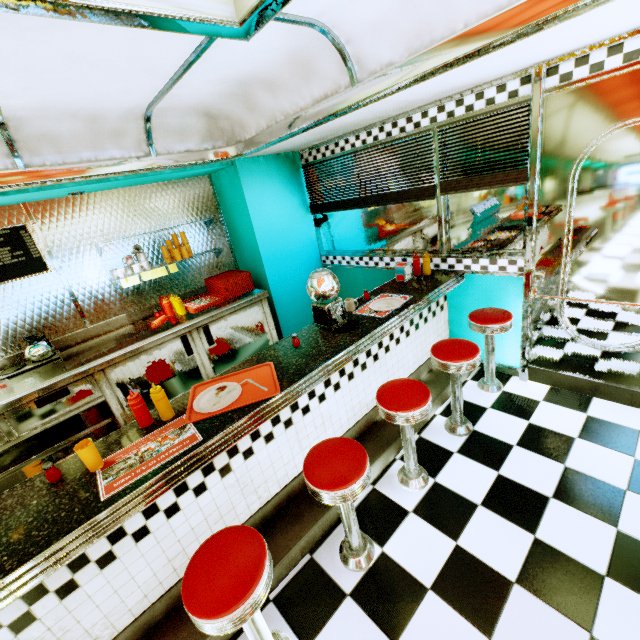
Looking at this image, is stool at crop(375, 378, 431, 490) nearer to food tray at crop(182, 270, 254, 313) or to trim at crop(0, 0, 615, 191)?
trim at crop(0, 0, 615, 191)

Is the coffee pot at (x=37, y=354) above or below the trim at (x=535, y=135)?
below

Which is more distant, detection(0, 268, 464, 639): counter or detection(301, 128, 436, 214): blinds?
detection(301, 128, 436, 214): blinds

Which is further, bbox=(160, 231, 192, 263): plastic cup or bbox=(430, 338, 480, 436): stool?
bbox=(160, 231, 192, 263): plastic cup

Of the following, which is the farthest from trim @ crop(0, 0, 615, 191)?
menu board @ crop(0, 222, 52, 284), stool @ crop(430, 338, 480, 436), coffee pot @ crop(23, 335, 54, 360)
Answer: stool @ crop(430, 338, 480, 436)

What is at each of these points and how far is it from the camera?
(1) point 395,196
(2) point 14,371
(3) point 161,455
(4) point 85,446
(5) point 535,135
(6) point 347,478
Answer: (1) blinds, 3.49m
(2) hot plate, 3.02m
(3) placemat, 1.62m
(4) plastic cup, 1.56m
(5) trim, 2.44m
(6) stool, 1.66m

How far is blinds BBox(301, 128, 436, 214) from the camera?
3.15m

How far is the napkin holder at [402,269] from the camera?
3.3 meters
